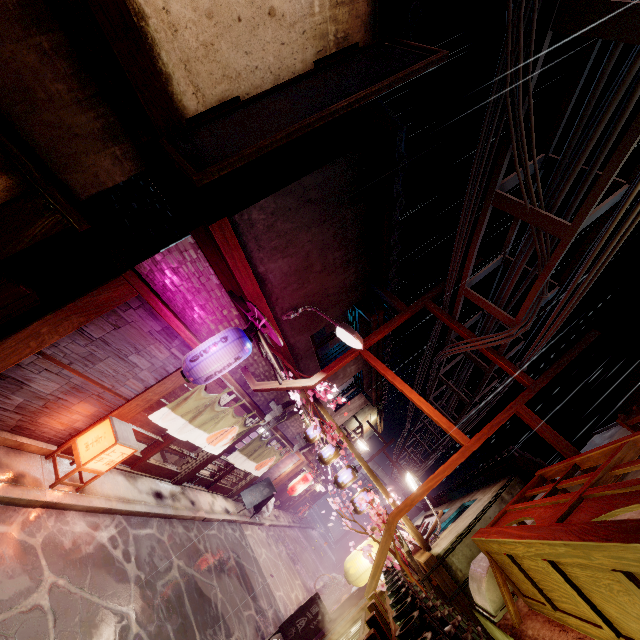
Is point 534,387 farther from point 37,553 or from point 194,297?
point 37,553

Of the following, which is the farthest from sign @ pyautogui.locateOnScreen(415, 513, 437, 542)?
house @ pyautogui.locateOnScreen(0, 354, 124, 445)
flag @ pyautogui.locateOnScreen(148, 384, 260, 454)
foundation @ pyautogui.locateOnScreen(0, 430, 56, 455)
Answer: foundation @ pyautogui.locateOnScreen(0, 430, 56, 455)

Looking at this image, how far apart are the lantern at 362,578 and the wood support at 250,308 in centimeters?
957cm

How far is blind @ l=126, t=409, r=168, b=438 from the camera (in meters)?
11.74

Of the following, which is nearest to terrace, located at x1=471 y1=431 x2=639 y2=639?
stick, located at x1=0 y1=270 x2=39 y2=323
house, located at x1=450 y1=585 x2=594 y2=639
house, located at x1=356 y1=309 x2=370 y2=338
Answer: house, located at x1=450 y1=585 x2=594 y2=639

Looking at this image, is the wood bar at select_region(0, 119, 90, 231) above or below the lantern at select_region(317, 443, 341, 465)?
below

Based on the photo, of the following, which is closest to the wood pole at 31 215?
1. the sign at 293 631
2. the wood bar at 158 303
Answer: the wood bar at 158 303

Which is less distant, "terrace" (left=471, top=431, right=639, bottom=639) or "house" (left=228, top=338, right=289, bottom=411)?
"terrace" (left=471, top=431, right=639, bottom=639)
